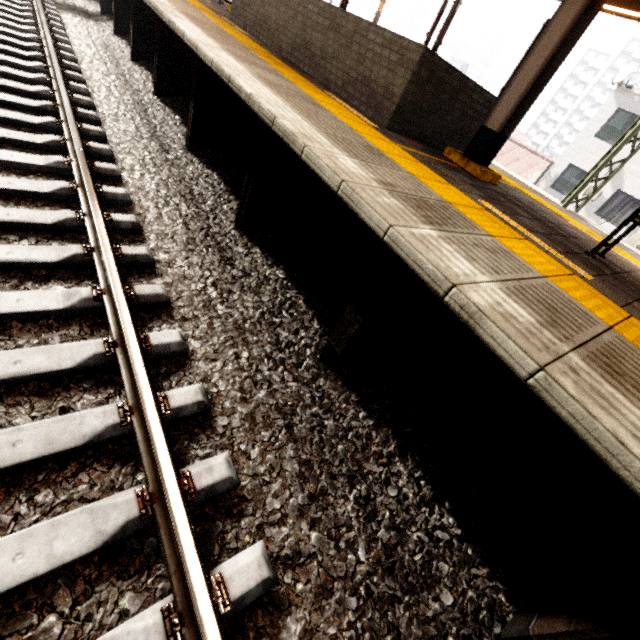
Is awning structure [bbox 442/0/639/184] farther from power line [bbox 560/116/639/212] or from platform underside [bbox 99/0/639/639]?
platform underside [bbox 99/0/639/639]

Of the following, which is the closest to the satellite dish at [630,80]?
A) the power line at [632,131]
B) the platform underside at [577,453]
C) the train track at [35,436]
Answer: the power line at [632,131]

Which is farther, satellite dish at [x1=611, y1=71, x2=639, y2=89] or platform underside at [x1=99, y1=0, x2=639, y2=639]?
satellite dish at [x1=611, y1=71, x2=639, y2=89]

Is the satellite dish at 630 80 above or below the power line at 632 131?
above

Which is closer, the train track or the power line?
the train track

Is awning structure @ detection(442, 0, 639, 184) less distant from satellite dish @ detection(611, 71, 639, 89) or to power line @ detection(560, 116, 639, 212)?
power line @ detection(560, 116, 639, 212)

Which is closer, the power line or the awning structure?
the awning structure

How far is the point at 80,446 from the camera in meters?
1.6
